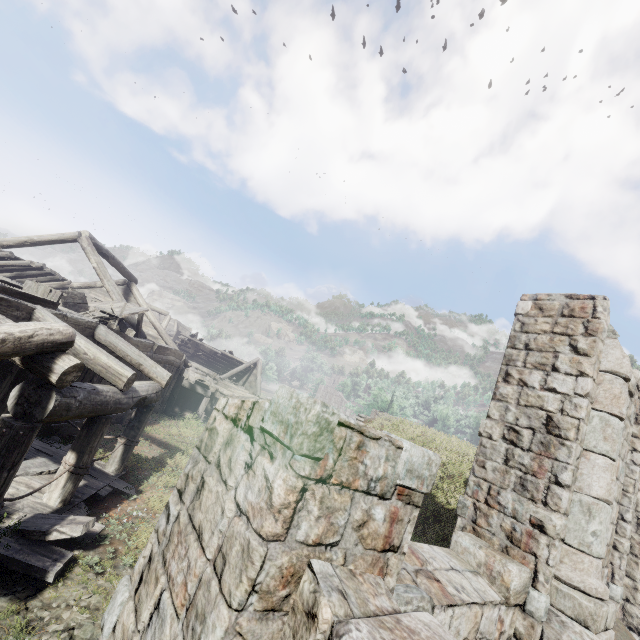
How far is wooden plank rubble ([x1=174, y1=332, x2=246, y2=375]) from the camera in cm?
3030

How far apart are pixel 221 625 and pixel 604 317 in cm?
625

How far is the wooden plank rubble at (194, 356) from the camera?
30.3 meters

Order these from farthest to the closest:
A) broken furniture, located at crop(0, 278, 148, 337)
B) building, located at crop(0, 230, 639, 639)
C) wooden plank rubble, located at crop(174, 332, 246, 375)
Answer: wooden plank rubble, located at crop(174, 332, 246, 375)
broken furniture, located at crop(0, 278, 148, 337)
building, located at crop(0, 230, 639, 639)

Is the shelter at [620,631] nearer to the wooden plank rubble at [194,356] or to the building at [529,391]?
the building at [529,391]

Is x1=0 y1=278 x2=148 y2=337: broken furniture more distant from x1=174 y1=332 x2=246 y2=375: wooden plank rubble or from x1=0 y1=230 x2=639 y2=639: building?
x1=174 y1=332 x2=246 y2=375: wooden plank rubble

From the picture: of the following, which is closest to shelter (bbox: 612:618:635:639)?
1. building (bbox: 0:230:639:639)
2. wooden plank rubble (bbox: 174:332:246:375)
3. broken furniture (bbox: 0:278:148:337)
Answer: building (bbox: 0:230:639:639)

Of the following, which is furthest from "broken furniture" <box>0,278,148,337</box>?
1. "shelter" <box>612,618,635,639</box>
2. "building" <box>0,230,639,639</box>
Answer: "shelter" <box>612,618,635,639</box>
